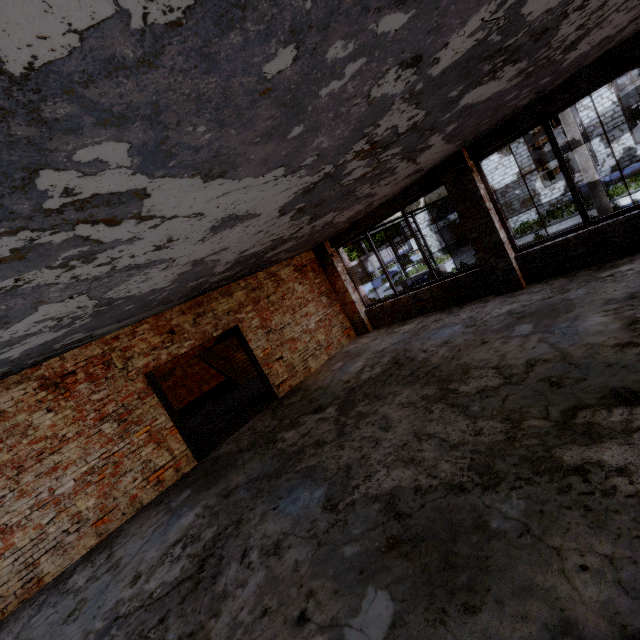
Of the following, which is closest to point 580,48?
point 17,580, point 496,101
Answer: point 496,101

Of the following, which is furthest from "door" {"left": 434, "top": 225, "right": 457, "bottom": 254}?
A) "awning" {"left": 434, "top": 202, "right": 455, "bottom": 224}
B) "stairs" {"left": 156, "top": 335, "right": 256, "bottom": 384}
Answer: "stairs" {"left": 156, "top": 335, "right": 256, "bottom": 384}

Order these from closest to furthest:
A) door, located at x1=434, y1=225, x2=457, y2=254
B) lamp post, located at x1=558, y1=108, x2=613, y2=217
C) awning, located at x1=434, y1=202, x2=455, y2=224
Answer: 1. lamp post, located at x1=558, y1=108, x2=613, y2=217
2. awning, located at x1=434, y1=202, x2=455, y2=224
3. door, located at x1=434, y1=225, x2=457, y2=254

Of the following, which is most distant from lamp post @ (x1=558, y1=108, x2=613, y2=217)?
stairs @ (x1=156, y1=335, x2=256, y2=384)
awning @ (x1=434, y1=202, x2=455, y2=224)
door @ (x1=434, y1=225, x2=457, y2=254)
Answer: stairs @ (x1=156, y1=335, x2=256, y2=384)

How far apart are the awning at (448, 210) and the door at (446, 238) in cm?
54

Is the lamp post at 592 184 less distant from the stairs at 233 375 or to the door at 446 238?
the door at 446 238

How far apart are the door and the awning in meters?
0.5
